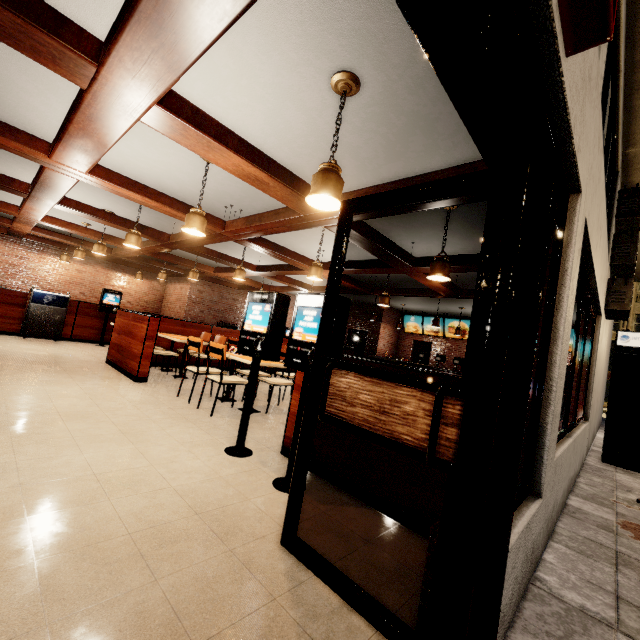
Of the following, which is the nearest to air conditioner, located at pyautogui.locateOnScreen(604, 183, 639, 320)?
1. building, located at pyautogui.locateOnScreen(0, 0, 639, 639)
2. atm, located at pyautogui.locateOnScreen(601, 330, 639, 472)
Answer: building, located at pyautogui.locateOnScreen(0, 0, 639, 639)

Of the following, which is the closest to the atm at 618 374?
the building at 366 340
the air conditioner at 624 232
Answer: the building at 366 340

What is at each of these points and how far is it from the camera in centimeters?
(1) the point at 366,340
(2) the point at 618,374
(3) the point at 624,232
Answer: (1) building, 1523cm
(2) atm, 603cm
(3) air conditioner, 640cm

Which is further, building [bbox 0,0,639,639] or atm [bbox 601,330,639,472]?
atm [bbox 601,330,639,472]

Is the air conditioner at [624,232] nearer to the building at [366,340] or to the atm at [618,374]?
the building at [366,340]

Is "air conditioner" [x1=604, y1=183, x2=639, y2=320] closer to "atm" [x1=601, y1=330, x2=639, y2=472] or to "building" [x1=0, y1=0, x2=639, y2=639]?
"building" [x1=0, y1=0, x2=639, y2=639]
